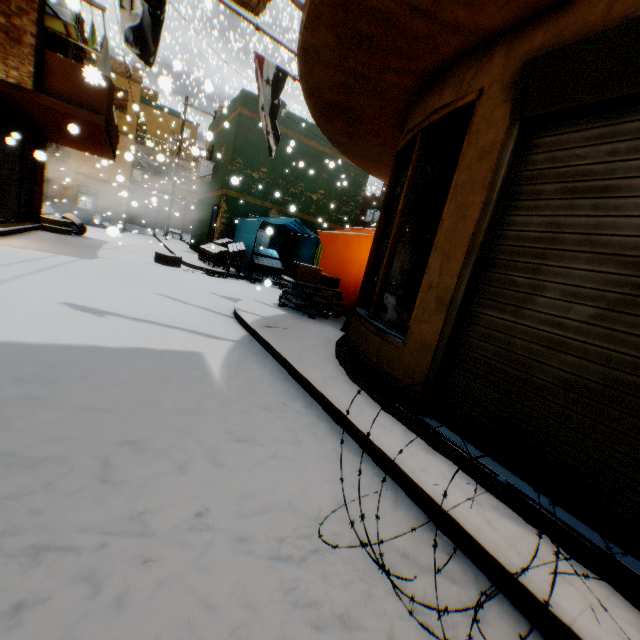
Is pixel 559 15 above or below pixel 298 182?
below

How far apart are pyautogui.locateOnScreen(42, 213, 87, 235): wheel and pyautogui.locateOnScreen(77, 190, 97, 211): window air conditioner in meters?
8.2 m

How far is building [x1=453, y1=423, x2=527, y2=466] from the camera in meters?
2.3

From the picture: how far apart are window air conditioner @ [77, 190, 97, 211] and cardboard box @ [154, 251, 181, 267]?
13.4m

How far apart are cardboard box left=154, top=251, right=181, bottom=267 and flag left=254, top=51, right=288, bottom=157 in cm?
515

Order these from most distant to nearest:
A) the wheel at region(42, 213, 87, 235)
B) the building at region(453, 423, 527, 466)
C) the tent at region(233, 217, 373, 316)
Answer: the wheel at region(42, 213, 87, 235)
the tent at region(233, 217, 373, 316)
the building at region(453, 423, 527, 466)

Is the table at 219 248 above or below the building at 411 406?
above

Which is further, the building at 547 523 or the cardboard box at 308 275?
the cardboard box at 308 275
